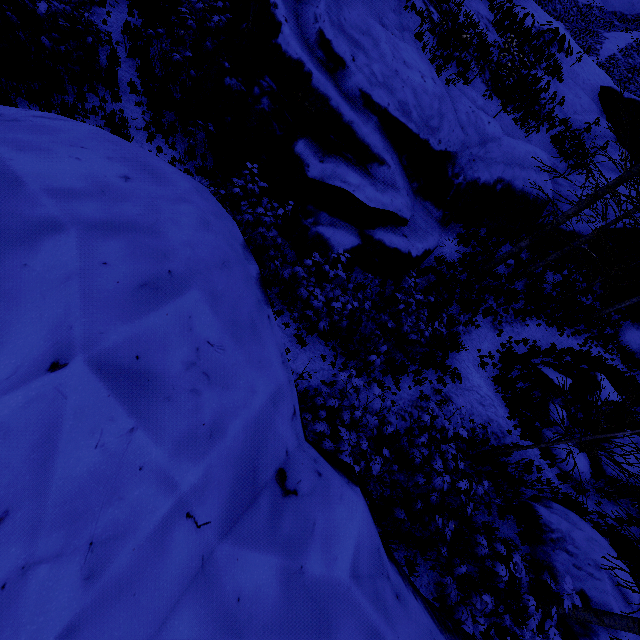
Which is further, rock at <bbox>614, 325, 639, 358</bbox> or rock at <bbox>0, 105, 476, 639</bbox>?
rock at <bbox>614, 325, 639, 358</bbox>

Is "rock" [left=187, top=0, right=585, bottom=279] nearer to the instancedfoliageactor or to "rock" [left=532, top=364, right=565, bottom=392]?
the instancedfoliageactor

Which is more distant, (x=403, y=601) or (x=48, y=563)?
(x=403, y=601)

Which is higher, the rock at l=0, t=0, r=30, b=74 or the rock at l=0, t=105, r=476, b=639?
the rock at l=0, t=105, r=476, b=639

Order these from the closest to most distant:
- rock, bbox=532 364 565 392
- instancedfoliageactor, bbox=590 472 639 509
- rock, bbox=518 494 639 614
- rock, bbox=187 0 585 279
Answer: instancedfoliageactor, bbox=590 472 639 509 → rock, bbox=518 494 639 614 → rock, bbox=187 0 585 279 → rock, bbox=532 364 565 392

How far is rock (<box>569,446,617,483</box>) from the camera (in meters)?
8.91

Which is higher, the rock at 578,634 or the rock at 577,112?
the rock at 577,112
